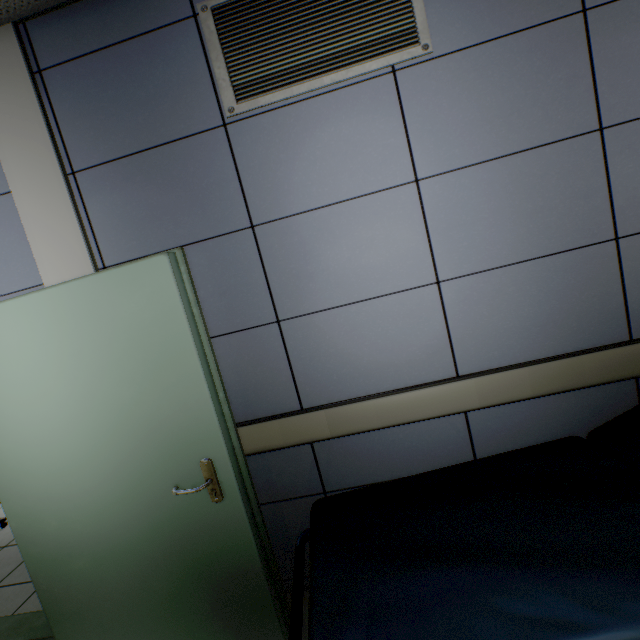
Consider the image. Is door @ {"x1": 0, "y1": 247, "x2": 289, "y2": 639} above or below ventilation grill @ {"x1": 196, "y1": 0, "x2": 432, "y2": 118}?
below

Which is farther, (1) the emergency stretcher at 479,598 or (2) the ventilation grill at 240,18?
(2) the ventilation grill at 240,18

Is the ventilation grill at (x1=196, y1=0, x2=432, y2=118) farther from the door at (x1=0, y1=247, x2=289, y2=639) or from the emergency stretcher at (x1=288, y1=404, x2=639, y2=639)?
the emergency stretcher at (x1=288, y1=404, x2=639, y2=639)

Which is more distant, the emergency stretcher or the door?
the door

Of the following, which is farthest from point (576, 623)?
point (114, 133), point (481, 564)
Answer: point (114, 133)

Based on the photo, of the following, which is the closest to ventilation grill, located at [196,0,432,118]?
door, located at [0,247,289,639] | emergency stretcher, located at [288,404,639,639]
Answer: door, located at [0,247,289,639]

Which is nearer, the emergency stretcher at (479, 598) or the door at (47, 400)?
the emergency stretcher at (479, 598)
